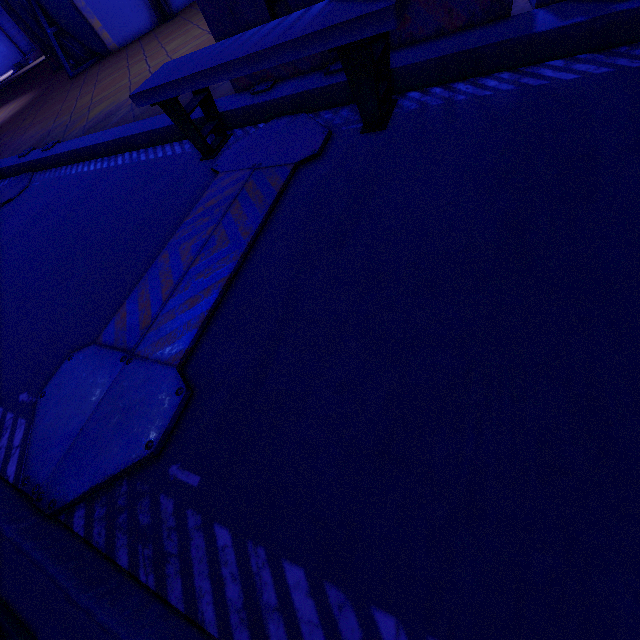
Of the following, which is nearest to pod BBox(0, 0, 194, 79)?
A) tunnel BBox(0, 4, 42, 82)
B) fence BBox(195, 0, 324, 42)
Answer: fence BBox(195, 0, 324, 42)

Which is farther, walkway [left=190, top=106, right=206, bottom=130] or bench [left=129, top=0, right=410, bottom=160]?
walkway [left=190, top=106, right=206, bottom=130]

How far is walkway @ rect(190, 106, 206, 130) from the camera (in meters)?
3.34

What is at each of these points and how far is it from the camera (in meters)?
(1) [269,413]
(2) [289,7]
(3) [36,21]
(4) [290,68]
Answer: (1) walkway, 1.34
(2) fence, 2.66
(3) pod, 8.91
(4) fence, 2.98

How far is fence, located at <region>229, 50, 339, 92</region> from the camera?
2.8 meters

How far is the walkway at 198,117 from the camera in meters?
3.3 m

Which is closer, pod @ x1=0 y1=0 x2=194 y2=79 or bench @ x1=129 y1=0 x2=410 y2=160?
bench @ x1=129 y1=0 x2=410 y2=160

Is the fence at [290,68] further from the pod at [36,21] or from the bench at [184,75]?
the pod at [36,21]
